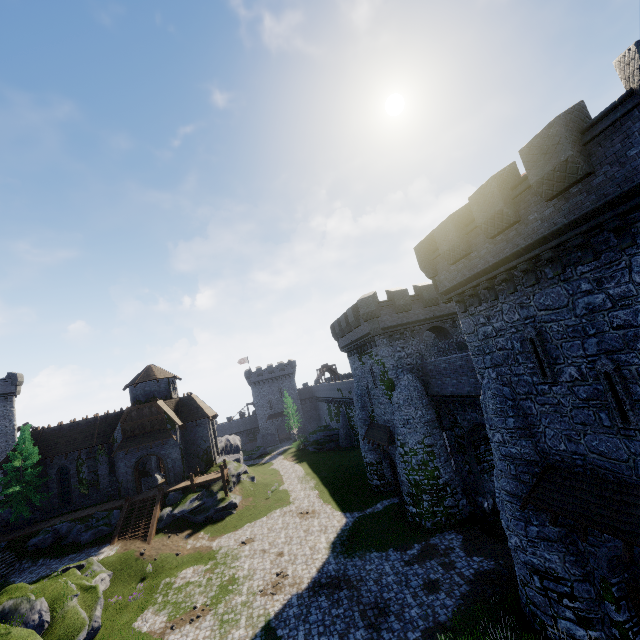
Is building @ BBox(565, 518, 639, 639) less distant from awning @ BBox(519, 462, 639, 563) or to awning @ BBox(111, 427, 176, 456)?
awning @ BBox(519, 462, 639, 563)

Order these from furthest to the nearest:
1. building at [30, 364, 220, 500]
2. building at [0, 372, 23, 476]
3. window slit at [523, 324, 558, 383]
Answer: building at [0, 372, 23, 476] → building at [30, 364, 220, 500] → window slit at [523, 324, 558, 383]

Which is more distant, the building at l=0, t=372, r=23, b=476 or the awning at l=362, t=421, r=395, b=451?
the building at l=0, t=372, r=23, b=476

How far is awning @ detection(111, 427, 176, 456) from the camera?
33.6m

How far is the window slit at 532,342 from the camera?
11.4 meters

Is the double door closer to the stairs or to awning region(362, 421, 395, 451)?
the stairs

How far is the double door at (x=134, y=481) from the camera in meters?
33.6 m

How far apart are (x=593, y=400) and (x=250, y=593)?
20.7m
